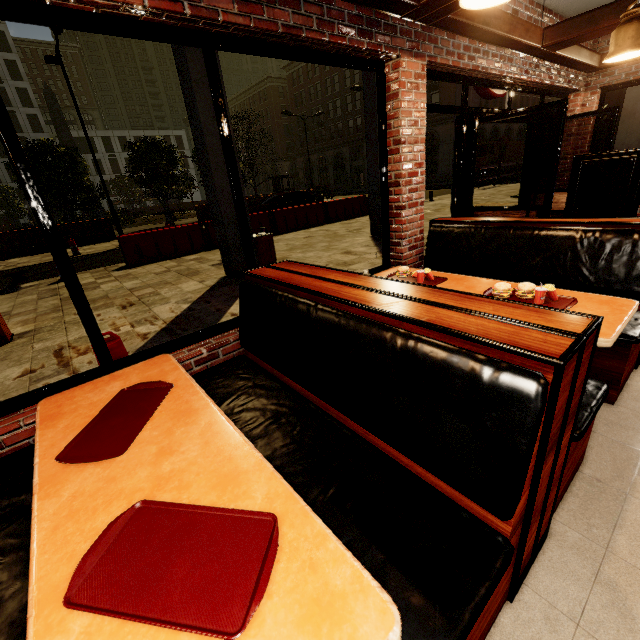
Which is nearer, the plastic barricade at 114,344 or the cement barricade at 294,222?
the plastic barricade at 114,344

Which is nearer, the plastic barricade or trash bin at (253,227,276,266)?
the plastic barricade

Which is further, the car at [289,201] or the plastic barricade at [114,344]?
the car at [289,201]

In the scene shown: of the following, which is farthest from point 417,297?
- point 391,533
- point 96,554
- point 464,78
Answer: point 464,78

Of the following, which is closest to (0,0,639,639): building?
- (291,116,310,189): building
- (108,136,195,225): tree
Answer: (291,116,310,189): building

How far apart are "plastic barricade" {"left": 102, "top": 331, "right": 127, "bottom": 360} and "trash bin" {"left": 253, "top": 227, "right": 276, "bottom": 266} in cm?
458

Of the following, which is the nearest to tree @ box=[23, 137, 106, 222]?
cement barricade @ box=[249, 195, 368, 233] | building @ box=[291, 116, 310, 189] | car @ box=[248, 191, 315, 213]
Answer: building @ box=[291, 116, 310, 189]

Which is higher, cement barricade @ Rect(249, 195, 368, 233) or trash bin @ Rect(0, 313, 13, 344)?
cement barricade @ Rect(249, 195, 368, 233)
